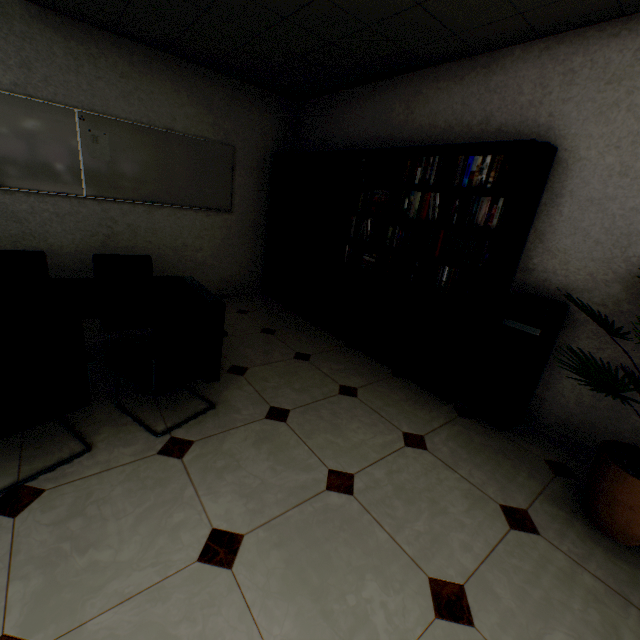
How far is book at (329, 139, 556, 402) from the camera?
2.56m

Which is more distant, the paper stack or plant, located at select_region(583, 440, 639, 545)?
the paper stack

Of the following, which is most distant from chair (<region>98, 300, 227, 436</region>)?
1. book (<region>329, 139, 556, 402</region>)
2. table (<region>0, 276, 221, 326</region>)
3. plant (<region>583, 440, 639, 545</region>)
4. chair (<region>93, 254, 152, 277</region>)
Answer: plant (<region>583, 440, 639, 545</region>)

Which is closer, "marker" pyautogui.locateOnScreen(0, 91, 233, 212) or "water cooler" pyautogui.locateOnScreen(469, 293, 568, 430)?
"water cooler" pyautogui.locateOnScreen(469, 293, 568, 430)

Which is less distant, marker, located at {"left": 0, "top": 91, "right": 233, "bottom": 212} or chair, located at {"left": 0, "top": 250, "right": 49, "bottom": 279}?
chair, located at {"left": 0, "top": 250, "right": 49, "bottom": 279}

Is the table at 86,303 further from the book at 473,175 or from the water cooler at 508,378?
the water cooler at 508,378

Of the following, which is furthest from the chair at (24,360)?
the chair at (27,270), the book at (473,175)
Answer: the book at (473,175)

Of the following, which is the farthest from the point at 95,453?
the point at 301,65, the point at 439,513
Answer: the point at 301,65
